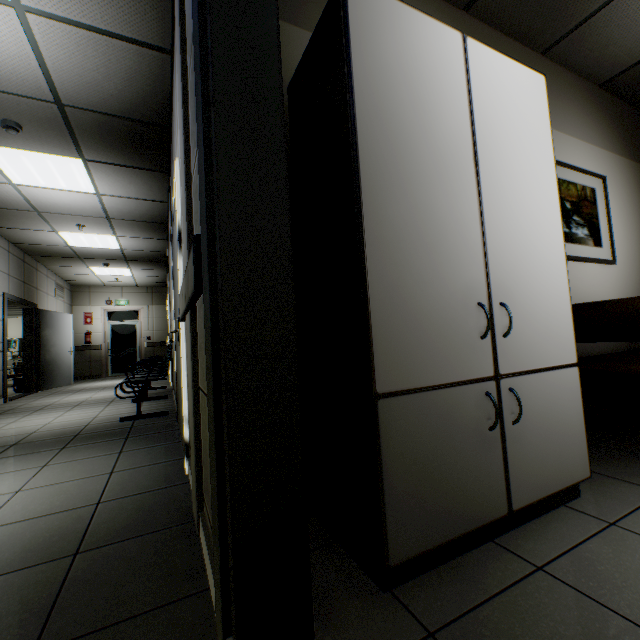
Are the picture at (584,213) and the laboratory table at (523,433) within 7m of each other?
yes

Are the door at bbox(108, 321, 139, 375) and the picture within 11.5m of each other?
no

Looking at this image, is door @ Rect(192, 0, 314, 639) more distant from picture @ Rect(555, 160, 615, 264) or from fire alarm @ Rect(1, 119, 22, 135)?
fire alarm @ Rect(1, 119, 22, 135)

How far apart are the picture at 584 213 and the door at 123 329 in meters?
12.8

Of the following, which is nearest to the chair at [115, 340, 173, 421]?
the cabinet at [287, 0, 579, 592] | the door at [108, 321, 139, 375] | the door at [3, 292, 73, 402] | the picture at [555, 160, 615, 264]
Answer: the door at [3, 292, 73, 402]

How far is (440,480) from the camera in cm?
112

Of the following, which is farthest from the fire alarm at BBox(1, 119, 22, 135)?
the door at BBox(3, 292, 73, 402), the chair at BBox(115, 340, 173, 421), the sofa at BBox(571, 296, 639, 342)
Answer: the sofa at BBox(571, 296, 639, 342)

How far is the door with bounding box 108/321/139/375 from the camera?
11.7 meters
